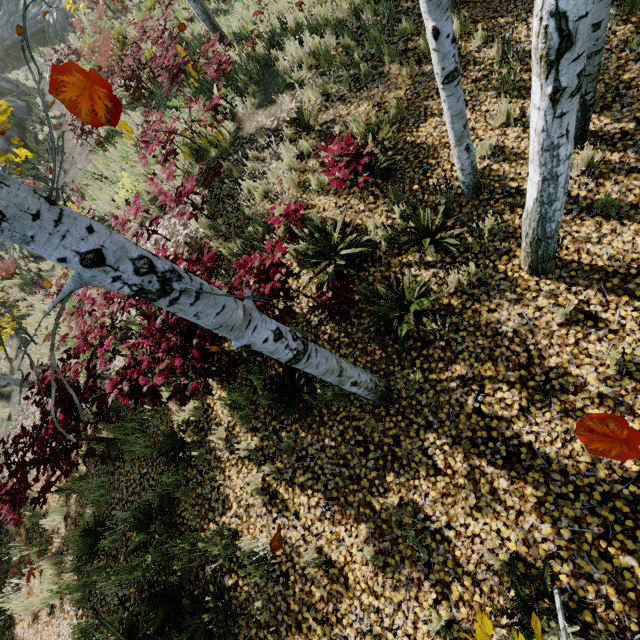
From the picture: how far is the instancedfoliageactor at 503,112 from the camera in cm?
456

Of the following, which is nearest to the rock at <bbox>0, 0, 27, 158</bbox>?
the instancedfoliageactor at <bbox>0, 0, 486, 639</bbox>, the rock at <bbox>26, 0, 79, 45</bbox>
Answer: the rock at <bbox>26, 0, 79, 45</bbox>

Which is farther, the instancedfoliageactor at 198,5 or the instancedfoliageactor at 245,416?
the instancedfoliageactor at 198,5

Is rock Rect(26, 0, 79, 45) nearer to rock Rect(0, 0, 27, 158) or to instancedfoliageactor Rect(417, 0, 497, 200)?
rock Rect(0, 0, 27, 158)

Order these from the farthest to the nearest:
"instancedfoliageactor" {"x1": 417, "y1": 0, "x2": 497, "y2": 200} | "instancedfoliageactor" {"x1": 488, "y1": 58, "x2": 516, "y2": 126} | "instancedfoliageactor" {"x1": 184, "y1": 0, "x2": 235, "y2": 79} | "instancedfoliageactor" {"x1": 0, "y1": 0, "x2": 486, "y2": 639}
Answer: "instancedfoliageactor" {"x1": 184, "y1": 0, "x2": 235, "y2": 79} < "instancedfoliageactor" {"x1": 488, "y1": 58, "x2": 516, "y2": 126} < "instancedfoliageactor" {"x1": 417, "y1": 0, "x2": 497, "y2": 200} < "instancedfoliageactor" {"x1": 0, "y1": 0, "x2": 486, "y2": 639}

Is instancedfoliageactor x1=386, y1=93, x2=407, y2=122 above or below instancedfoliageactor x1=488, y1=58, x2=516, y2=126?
above

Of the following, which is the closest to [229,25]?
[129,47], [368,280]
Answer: [129,47]
